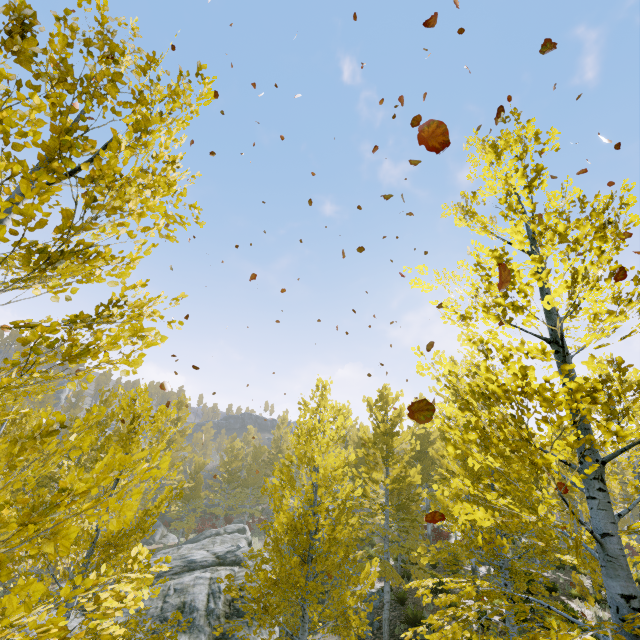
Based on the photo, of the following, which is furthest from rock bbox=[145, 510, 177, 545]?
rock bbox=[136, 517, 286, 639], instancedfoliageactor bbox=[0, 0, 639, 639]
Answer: rock bbox=[136, 517, 286, 639]

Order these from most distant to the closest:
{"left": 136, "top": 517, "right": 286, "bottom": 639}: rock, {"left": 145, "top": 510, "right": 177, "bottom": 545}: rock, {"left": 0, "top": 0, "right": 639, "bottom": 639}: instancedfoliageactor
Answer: {"left": 145, "top": 510, "right": 177, "bottom": 545}: rock < {"left": 136, "top": 517, "right": 286, "bottom": 639}: rock < {"left": 0, "top": 0, "right": 639, "bottom": 639}: instancedfoliageactor

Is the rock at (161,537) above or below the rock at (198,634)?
below

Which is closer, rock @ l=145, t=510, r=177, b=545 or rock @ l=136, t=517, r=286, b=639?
rock @ l=136, t=517, r=286, b=639

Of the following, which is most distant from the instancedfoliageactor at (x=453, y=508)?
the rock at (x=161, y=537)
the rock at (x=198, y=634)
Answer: the rock at (x=161, y=537)

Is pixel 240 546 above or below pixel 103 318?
below

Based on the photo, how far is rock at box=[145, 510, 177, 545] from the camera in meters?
29.7

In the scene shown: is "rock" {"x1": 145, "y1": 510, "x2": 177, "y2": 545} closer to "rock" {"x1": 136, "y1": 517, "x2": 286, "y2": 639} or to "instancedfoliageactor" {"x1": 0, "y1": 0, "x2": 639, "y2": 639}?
"instancedfoliageactor" {"x1": 0, "y1": 0, "x2": 639, "y2": 639}
